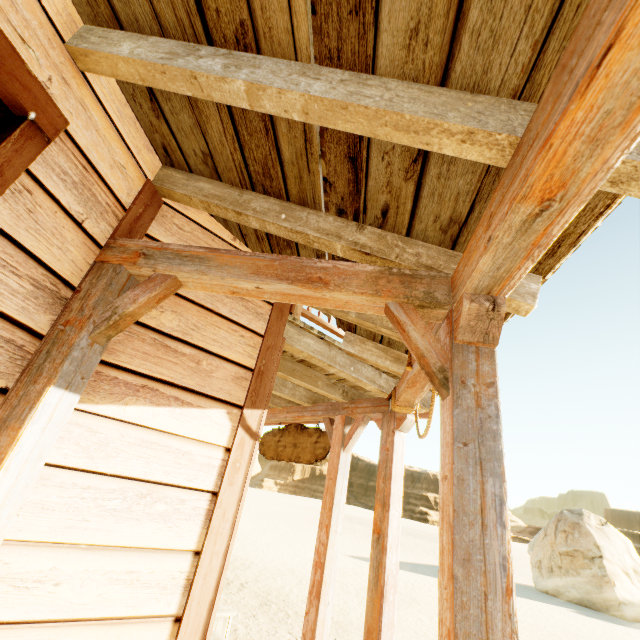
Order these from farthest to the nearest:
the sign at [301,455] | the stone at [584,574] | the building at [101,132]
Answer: the stone at [584,574] → the sign at [301,455] → the building at [101,132]

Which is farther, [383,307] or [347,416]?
[347,416]

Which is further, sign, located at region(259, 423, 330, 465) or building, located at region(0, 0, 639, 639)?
sign, located at region(259, 423, 330, 465)

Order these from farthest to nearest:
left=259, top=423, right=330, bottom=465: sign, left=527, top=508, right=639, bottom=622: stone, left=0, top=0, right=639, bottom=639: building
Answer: left=527, top=508, right=639, bottom=622: stone < left=259, top=423, right=330, bottom=465: sign < left=0, top=0, right=639, bottom=639: building

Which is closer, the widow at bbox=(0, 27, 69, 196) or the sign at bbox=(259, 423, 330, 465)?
the widow at bbox=(0, 27, 69, 196)

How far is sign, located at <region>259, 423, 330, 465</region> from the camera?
4.2m

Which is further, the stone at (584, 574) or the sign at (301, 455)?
the stone at (584, 574)

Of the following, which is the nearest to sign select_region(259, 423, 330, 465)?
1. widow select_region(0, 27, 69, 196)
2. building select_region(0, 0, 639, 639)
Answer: building select_region(0, 0, 639, 639)
